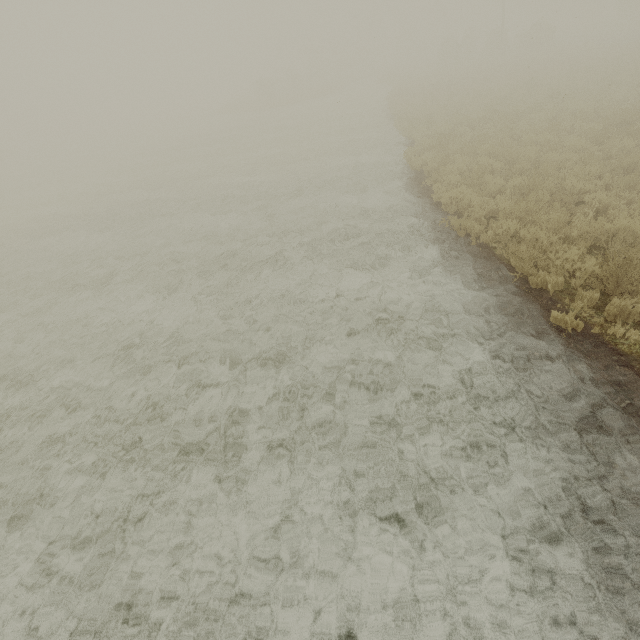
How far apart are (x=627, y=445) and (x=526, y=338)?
1.81m
